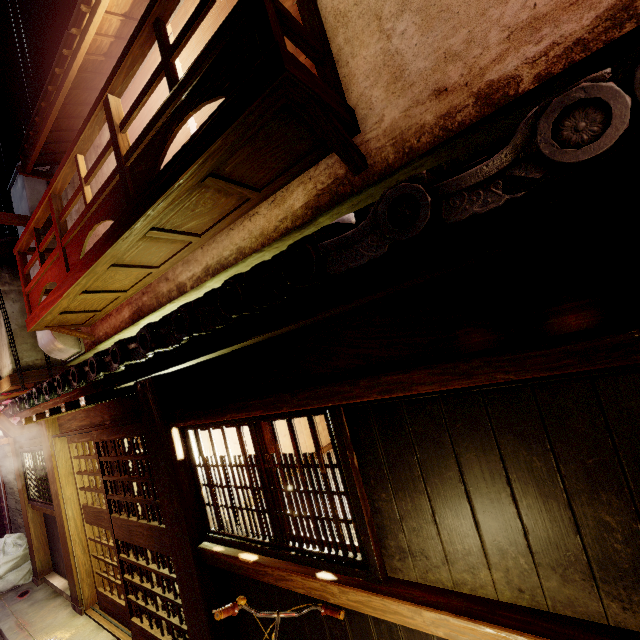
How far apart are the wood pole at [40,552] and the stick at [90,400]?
8.4m

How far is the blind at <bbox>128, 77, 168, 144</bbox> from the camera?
8.0m

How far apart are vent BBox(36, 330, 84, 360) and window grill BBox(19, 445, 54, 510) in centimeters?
356cm

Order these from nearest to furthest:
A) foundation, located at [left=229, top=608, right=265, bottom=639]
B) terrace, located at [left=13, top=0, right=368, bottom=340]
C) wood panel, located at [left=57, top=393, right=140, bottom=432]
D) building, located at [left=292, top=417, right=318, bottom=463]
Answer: terrace, located at [left=13, top=0, right=368, bottom=340], foundation, located at [left=229, top=608, right=265, bottom=639], wood panel, located at [left=57, top=393, right=140, bottom=432], building, located at [left=292, top=417, right=318, bottom=463]

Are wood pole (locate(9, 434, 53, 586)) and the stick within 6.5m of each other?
no

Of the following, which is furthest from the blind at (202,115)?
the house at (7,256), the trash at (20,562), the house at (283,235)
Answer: the trash at (20,562)

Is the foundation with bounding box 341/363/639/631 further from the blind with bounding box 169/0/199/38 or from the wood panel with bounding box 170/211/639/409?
the blind with bounding box 169/0/199/38

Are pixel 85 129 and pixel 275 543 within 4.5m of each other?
no
